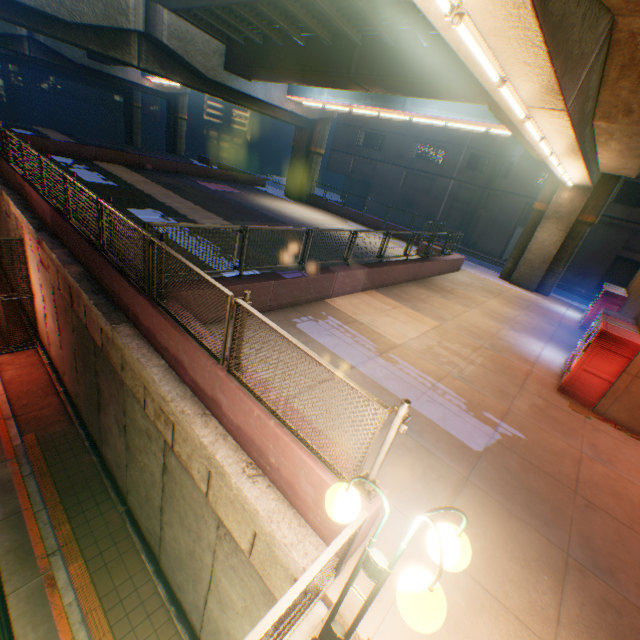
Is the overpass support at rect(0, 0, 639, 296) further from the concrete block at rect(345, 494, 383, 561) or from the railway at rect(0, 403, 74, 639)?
the railway at rect(0, 403, 74, 639)

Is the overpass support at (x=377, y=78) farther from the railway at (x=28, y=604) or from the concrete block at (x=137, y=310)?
the railway at (x=28, y=604)

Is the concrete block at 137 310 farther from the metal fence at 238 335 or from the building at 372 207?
the building at 372 207

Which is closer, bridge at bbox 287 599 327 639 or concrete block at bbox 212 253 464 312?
bridge at bbox 287 599 327 639

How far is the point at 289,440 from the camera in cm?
394

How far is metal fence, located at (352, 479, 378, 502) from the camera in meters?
3.3 m

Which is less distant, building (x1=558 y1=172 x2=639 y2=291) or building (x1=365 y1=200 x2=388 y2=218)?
building (x1=558 y1=172 x2=639 y2=291)

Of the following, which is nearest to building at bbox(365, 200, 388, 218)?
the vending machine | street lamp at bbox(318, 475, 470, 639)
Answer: the vending machine
